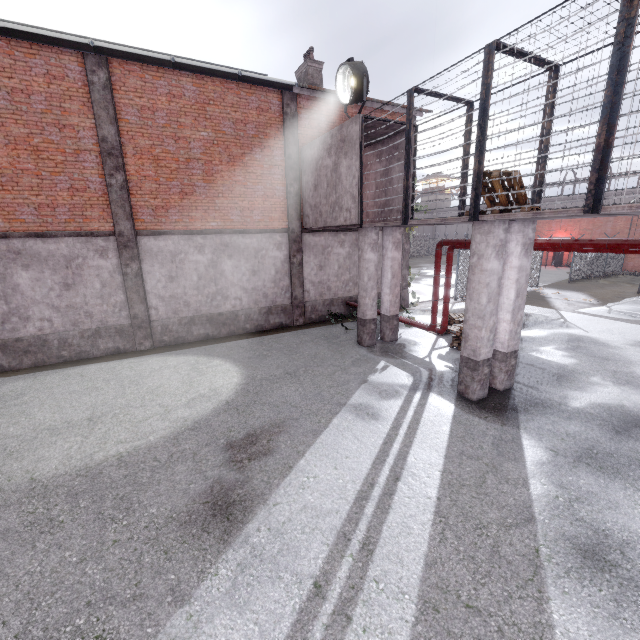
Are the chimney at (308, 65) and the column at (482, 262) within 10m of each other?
no

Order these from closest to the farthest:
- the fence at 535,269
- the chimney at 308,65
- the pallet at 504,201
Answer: the pallet at 504,201 < the chimney at 308,65 < the fence at 535,269

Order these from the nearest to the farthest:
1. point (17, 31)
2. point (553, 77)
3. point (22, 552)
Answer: point (22, 552)
point (553, 77)
point (17, 31)

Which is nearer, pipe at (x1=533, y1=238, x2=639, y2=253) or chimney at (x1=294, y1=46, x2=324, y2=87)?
pipe at (x1=533, y1=238, x2=639, y2=253)

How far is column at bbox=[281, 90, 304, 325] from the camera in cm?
1195

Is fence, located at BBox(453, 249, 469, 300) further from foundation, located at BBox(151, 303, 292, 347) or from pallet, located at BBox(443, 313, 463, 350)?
foundation, located at BBox(151, 303, 292, 347)

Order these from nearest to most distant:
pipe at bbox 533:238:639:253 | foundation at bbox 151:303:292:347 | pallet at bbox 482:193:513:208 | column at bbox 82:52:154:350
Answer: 1. pipe at bbox 533:238:639:253
2. pallet at bbox 482:193:513:208
3. column at bbox 82:52:154:350
4. foundation at bbox 151:303:292:347

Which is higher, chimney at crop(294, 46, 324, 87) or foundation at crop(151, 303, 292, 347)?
chimney at crop(294, 46, 324, 87)
